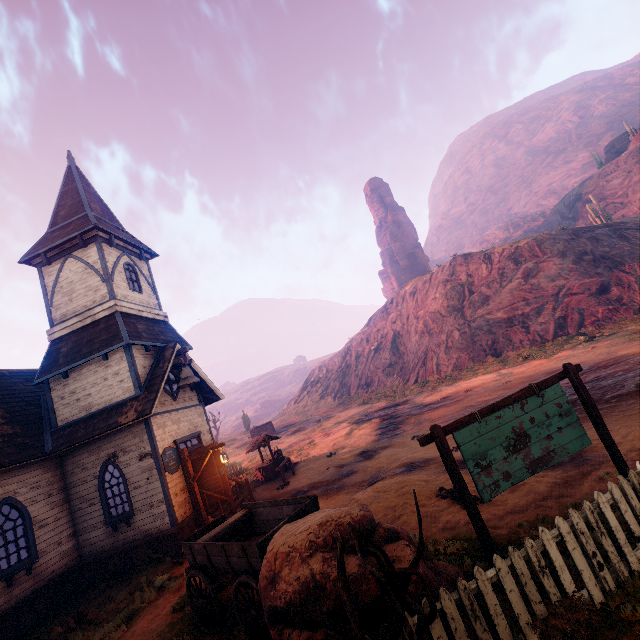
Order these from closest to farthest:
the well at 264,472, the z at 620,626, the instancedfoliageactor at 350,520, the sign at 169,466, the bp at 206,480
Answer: the instancedfoliageactor at 350,520
the z at 620,626
the sign at 169,466
the bp at 206,480
the well at 264,472

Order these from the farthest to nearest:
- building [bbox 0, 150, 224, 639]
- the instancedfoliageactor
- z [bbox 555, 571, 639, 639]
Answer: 1. building [bbox 0, 150, 224, 639]
2. z [bbox 555, 571, 639, 639]
3. the instancedfoliageactor

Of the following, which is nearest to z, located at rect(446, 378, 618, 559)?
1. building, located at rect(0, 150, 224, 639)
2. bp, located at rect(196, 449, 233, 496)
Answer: building, located at rect(0, 150, 224, 639)

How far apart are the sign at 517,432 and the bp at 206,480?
9.9 meters

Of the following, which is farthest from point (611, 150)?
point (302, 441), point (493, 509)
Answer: point (493, 509)

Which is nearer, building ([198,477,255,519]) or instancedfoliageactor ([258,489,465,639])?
instancedfoliageactor ([258,489,465,639])

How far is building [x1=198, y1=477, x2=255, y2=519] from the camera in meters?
12.3 m

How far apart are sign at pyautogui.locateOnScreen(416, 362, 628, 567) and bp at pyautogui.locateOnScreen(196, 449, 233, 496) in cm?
990
